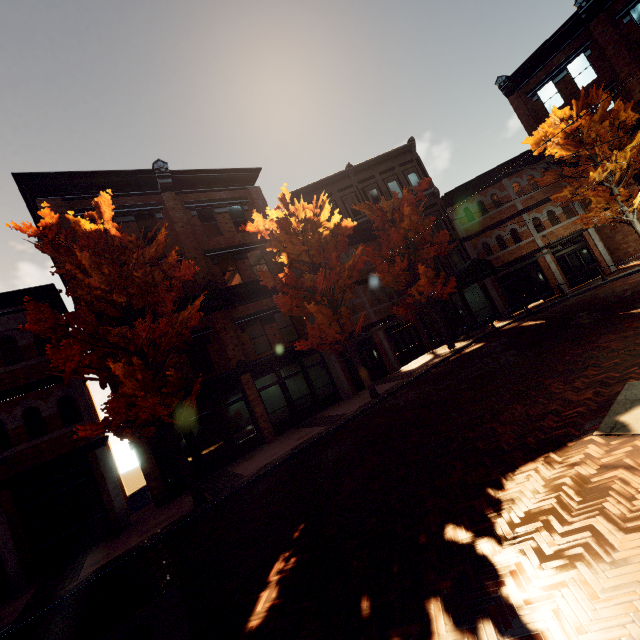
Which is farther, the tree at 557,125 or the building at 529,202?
the building at 529,202

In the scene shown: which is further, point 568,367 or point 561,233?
point 561,233

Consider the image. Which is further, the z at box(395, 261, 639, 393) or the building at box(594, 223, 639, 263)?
the building at box(594, 223, 639, 263)

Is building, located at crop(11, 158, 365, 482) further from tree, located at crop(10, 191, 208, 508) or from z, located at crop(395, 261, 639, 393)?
z, located at crop(395, 261, 639, 393)

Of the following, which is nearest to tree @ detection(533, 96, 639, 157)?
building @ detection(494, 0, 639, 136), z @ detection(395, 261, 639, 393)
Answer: building @ detection(494, 0, 639, 136)

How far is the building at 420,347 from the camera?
19.75m

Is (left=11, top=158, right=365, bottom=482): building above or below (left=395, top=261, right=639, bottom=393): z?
above

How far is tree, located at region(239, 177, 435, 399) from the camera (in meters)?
13.73
